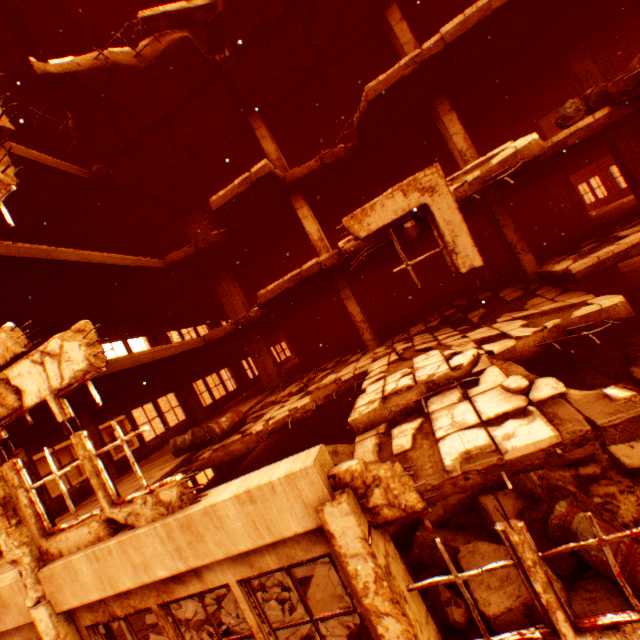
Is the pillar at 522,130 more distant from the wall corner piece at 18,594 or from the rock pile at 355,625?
the wall corner piece at 18,594

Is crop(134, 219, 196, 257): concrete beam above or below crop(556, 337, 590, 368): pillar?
above

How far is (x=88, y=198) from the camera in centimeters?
1054cm

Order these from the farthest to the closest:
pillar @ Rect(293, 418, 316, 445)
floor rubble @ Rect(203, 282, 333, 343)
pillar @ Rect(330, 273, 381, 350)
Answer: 1. pillar @ Rect(293, 418, 316, 445)
2. floor rubble @ Rect(203, 282, 333, 343)
3. pillar @ Rect(330, 273, 381, 350)

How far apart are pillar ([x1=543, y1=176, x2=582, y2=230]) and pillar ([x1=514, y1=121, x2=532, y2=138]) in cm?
37

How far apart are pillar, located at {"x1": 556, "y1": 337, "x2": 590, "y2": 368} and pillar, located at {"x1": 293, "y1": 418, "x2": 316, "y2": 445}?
9.7m

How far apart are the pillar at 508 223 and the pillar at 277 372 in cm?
974

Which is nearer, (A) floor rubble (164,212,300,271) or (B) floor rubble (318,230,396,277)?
(B) floor rubble (318,230,396,277)
